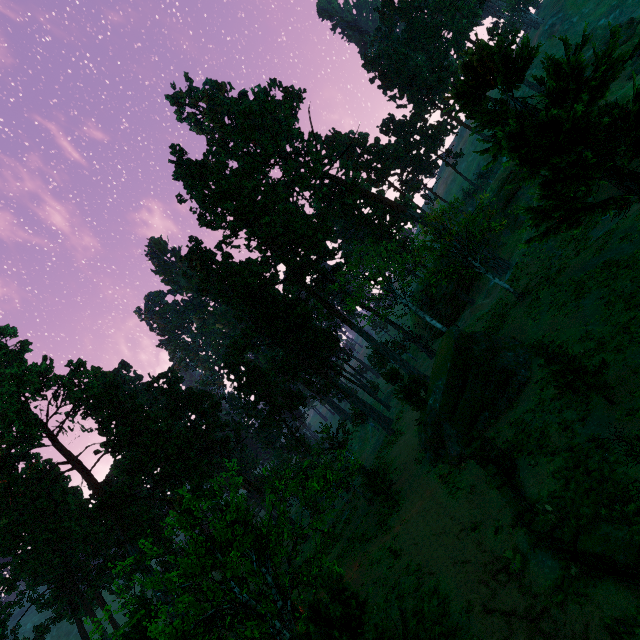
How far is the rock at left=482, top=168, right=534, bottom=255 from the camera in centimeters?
4356cm

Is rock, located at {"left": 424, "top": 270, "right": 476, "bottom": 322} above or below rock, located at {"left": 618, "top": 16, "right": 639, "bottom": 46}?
below

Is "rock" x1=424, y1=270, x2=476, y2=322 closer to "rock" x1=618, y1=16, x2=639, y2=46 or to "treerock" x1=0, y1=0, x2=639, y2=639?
"treerock" x1=0, y1=0, x2=639, y2=639

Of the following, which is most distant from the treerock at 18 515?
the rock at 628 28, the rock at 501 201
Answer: the rock at 628 28

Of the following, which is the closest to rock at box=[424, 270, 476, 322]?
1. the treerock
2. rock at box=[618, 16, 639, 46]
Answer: the treerock

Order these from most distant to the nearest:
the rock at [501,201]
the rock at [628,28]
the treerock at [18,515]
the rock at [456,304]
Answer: the rock at [456,304], the rock at [501,201], the rock at [628,28], the treerock at [18,515]

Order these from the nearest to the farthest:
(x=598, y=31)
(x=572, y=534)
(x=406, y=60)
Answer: (x=572, y=534)
(x=598, y=31)
(x=406, y=60)
